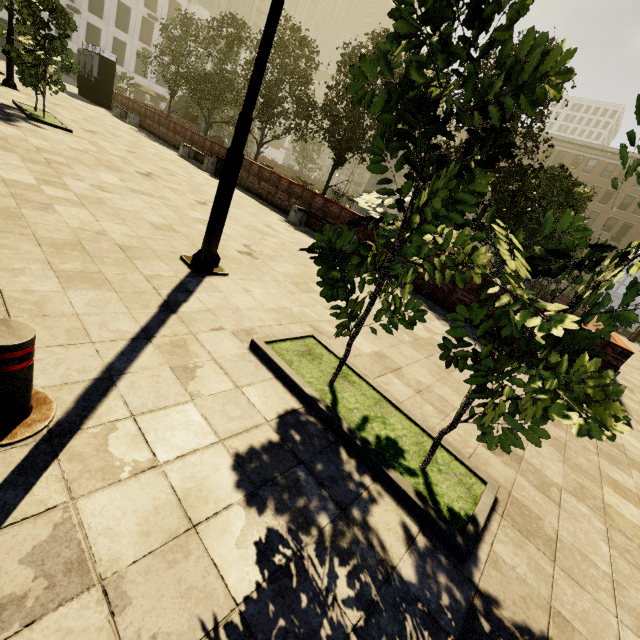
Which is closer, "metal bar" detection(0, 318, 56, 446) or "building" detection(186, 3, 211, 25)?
"metal bar" detection(0, 318, 56, 446)

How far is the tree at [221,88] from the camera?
18.6m

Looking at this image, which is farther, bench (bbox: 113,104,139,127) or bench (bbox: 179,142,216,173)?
bench (bbox: 113,104,139,127)

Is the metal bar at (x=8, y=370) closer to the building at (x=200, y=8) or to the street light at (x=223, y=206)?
the street light at (x=223, y=206)

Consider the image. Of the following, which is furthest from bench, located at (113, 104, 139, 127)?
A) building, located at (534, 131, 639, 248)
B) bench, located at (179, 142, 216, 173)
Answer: building, located at (534, 131, 639, 248)

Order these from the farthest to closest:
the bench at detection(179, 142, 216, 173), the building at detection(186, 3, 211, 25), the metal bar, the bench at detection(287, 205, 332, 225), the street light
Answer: the building at detection(186, 3, 211, 25) → the bench at detection(179, 142, 216, 173) → the bench at detection(287, 205, 332, 225) → the street light → the metal bar

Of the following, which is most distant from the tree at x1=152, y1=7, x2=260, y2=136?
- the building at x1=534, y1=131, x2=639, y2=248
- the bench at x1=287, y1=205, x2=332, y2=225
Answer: the bench at x1=287, y1=205, x2=332, y2=225

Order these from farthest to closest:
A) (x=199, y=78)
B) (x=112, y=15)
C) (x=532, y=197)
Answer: (x=112, y=15), (x=199, y=78), (x=532, y=197)
